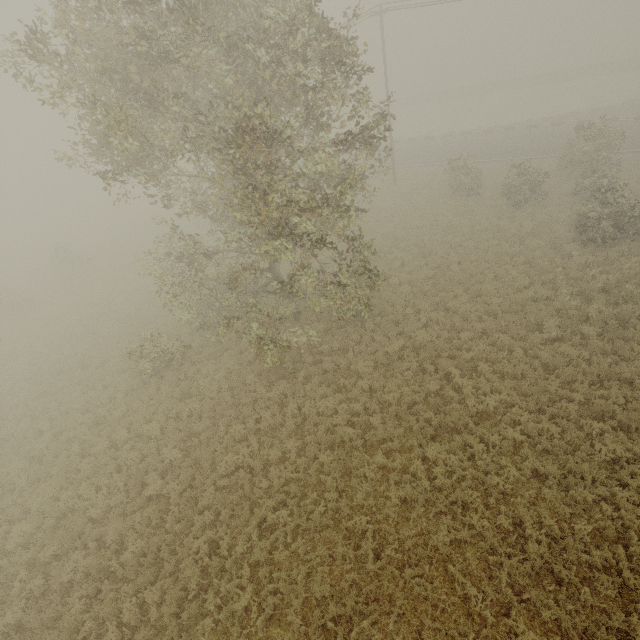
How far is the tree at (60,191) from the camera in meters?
56.9 m

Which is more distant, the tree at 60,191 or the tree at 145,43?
the tree at 60,191

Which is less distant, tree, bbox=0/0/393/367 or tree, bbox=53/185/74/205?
tree, bbox=0/0/393/367

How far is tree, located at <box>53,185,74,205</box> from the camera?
56.9 meters

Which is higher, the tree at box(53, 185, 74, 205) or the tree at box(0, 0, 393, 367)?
the tree at box(0, 0, 393, 367)

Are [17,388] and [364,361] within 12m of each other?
no
